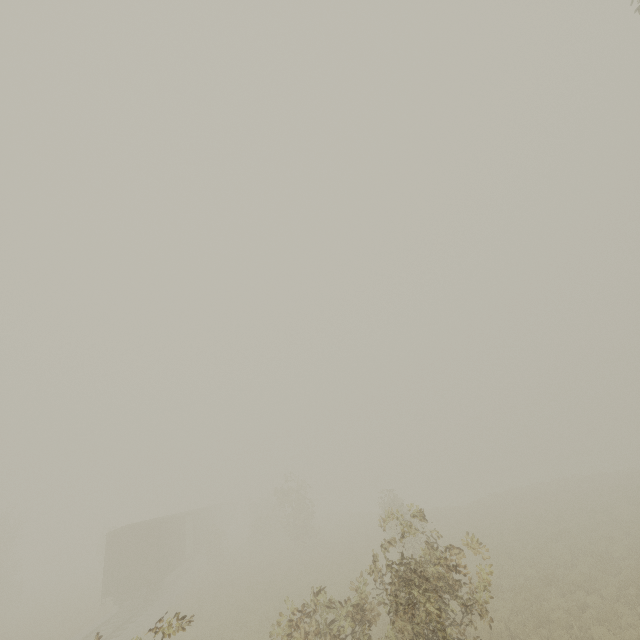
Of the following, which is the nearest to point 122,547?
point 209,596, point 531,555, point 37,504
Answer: point 209,596

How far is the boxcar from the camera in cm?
2125

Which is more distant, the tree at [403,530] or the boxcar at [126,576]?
the boxcar at [126,576]

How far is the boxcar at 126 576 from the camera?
21.2m

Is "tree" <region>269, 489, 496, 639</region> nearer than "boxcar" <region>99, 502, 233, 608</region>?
Yes
